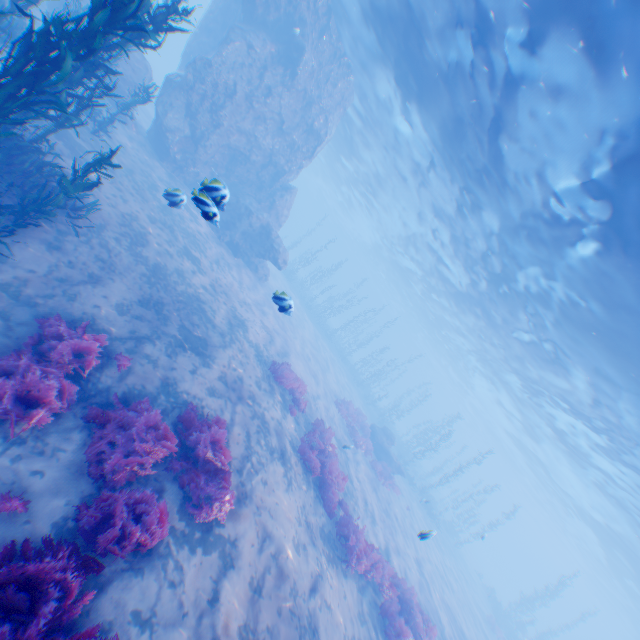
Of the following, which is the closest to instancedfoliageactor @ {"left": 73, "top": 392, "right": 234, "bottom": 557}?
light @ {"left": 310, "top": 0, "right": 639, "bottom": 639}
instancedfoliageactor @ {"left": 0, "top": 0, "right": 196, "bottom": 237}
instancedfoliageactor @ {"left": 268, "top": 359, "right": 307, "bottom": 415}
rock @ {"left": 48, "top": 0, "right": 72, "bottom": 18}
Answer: rock @ {"left": 48, "top": 0, "right": 72, "bottom": 18}

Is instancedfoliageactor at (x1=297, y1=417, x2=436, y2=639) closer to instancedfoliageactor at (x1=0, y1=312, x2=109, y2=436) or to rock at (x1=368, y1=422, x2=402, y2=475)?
instancedfoliageactor at (x1=0, y1=312, x2=109, y2=436)

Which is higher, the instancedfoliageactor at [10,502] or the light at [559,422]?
the light at [559,422]

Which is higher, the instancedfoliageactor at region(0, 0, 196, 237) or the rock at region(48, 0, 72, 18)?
the instancedfoliageactor at region(0, 0, 196, 237)

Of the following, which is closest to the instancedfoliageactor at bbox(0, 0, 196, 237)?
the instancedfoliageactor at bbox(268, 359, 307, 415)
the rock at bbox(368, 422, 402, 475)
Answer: the instancedfoliageactor at bbox(268, 359, 307, 415)

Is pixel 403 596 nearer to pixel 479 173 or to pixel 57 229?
pixel 57 229

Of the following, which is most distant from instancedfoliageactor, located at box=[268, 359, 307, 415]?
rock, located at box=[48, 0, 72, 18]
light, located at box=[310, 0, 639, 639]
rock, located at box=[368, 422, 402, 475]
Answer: light, located at box=[310, 0, 639, 639]

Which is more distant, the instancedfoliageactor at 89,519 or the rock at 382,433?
the rock at 382,433
